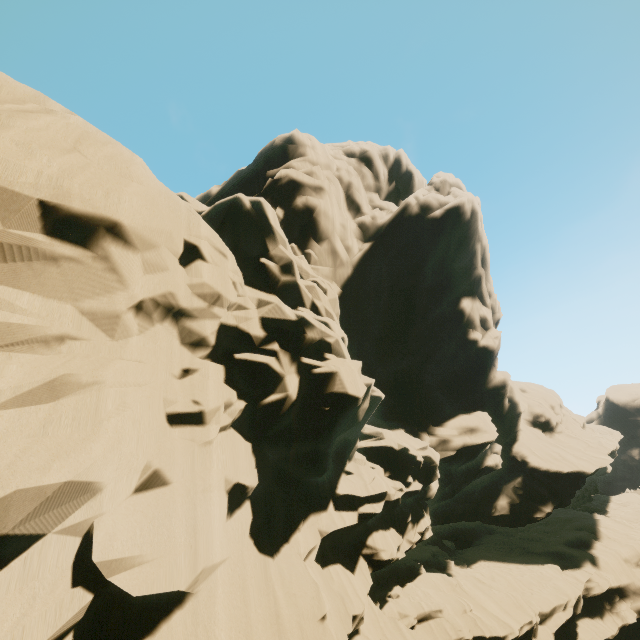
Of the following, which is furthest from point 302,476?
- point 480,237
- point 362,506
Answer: point 480,237
